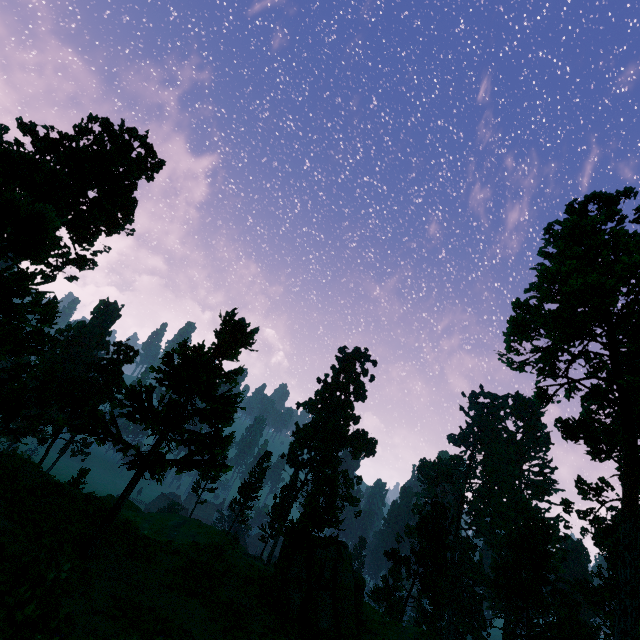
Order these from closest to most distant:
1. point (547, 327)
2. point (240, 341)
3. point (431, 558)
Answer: point (240, 341) < point (547, 327) < point (431, 558)

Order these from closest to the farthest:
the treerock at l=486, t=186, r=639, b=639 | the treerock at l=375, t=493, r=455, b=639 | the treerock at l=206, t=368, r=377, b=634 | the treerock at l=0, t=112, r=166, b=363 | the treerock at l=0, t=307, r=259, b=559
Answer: the treerock at l=0, t=112, r=166, b=363 < the treerock at l=0, t=307, r=259, b=559 < the treerock at l=206, t=368, r=377, b=634 < the treerock at l=486, t=186, r=639, b=639 < the treerock at l=375, t=493, r=455, b=639

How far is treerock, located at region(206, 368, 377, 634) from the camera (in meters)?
14.50

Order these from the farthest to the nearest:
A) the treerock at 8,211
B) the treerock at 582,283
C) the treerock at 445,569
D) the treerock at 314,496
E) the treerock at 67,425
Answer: the treerock at 445,569 → the treerock at 582,283 → the treerock at 314,496 → the treerock at 67,425 → the treerock at 8,211

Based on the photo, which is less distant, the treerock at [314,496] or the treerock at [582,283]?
the treerock at [314,496]

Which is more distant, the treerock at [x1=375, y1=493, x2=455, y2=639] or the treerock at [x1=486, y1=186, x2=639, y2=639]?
the treerock at [x1=375, y1=493, x2=455, y2=639]
